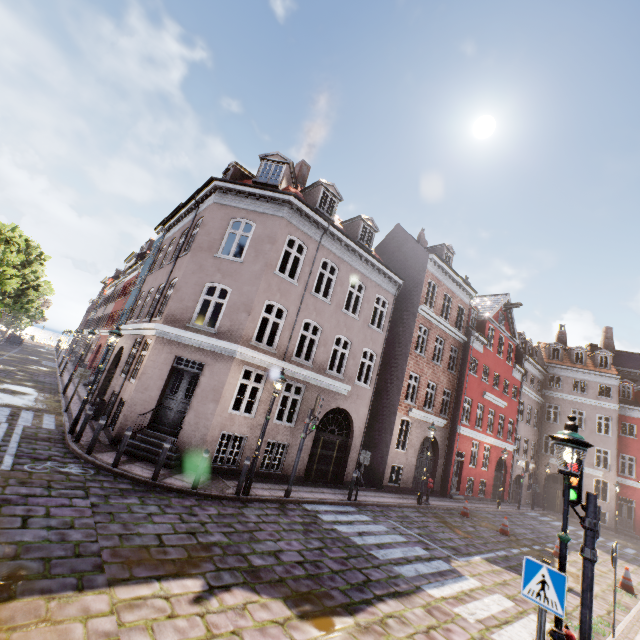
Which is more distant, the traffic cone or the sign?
the traffic cone

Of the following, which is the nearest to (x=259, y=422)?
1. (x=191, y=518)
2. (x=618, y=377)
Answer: (x=191, y=518)

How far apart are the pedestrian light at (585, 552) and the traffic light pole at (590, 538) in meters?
0.0

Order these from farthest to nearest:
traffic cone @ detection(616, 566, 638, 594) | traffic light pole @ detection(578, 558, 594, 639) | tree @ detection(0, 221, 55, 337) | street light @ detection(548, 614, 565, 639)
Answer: tree @ detection(0, 221, 55, 337) < traffic cone @ detection(616, 566, 638, 594) < traffic light pole @ detection(578, 558, 594, 639) < street light @ detection(548, 614, 565, 639)

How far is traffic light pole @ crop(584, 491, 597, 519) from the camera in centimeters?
538cm

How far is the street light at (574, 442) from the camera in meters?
4.4 m

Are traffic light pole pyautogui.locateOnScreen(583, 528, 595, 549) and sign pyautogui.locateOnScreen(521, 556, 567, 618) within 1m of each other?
no

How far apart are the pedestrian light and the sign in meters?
1.6
